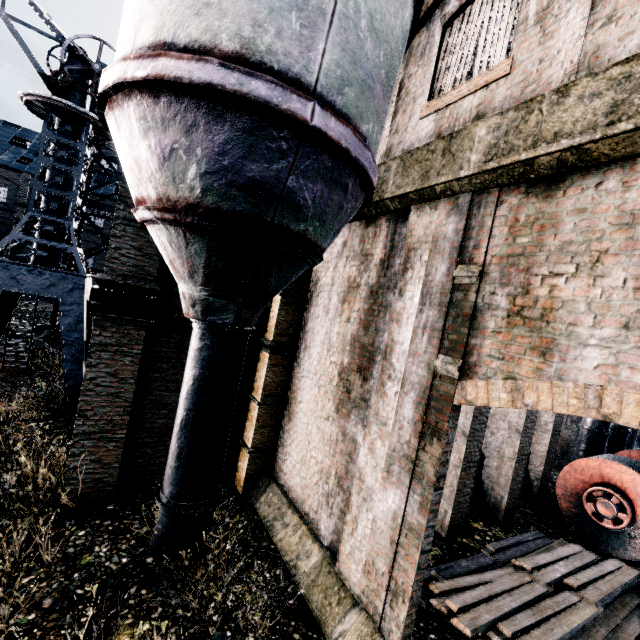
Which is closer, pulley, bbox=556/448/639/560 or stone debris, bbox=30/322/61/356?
pulley, bbox=556/448/639/560

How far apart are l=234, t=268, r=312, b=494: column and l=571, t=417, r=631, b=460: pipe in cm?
1307

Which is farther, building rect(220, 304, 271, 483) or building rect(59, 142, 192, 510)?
building rect(220, 304, 271, 483)

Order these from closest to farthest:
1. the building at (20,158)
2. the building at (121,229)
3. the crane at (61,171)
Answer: the building at (121,229) < the crane at (61,171) < the building at (20,158)

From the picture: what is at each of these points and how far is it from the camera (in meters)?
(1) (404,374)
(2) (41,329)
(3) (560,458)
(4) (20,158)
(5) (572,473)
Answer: (1) building, 5.95
(2) stone debris, 19.36
(3) furnace, 17.12
(4) building, 45.62
(5) pulley, 11.38

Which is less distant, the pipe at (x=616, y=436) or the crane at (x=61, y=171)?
the crane at (x=61, y=171)

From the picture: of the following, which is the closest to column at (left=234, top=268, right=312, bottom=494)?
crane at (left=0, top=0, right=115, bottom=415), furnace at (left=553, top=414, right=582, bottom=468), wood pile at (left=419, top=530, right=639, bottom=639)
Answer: wood pile at (left=419, top=530, right=639, bottom=639)

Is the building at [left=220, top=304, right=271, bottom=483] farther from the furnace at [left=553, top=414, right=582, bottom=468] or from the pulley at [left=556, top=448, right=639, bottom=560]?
the pulley at [left=556, top=448, right=639, bottom=560]
